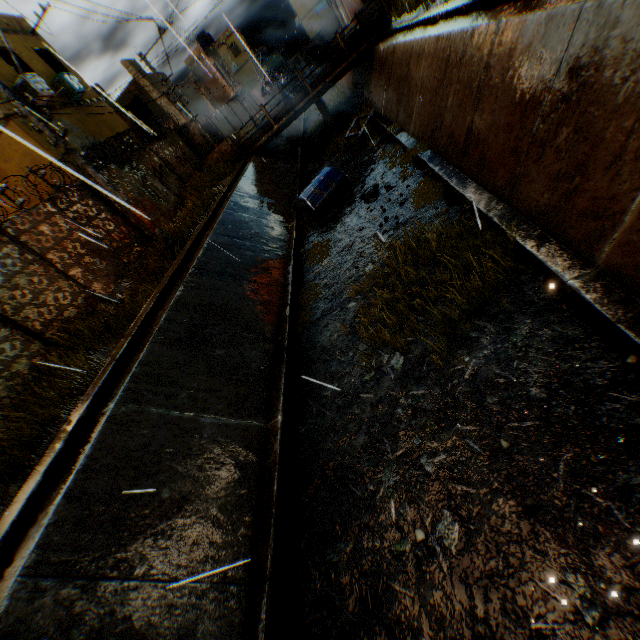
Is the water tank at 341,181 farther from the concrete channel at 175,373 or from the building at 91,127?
the building at 91,127

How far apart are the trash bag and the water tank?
1.2m

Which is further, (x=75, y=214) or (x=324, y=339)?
(x=75, y=214)

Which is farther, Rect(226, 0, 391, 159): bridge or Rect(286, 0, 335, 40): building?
Rect(286, 0, 335, 40): building

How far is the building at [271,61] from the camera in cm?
4518

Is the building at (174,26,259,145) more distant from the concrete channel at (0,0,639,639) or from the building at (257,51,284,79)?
the building at (257,51,284,79)

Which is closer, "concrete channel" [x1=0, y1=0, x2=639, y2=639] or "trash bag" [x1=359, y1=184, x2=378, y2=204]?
"concrete channel" [x1=0, y1=0, x2=639, y2=639]

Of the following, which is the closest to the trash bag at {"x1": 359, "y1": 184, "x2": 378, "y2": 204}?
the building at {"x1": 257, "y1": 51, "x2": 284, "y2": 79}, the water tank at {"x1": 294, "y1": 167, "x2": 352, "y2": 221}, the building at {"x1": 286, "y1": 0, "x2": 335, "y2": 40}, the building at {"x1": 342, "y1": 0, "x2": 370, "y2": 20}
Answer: the water tank at {"x1": 294, "y1": 167, "x2": 352, "y2": 221}
